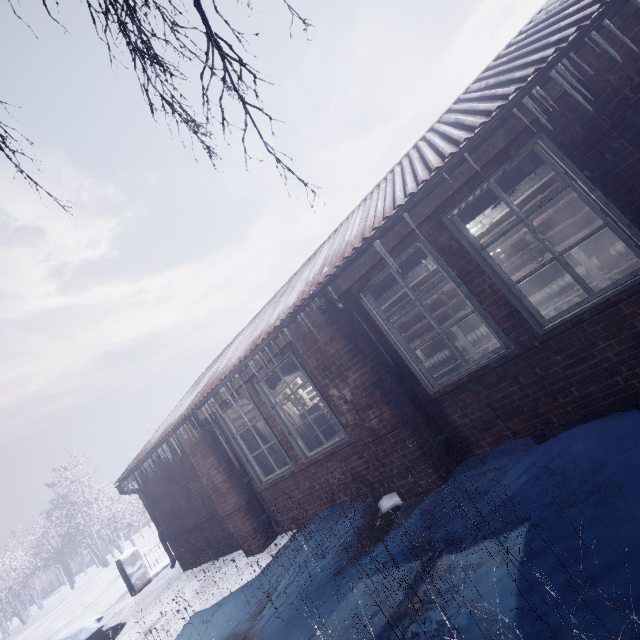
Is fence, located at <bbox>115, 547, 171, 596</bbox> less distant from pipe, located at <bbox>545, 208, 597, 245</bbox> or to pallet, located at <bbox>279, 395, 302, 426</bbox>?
pallet, located at <bbox>279, 395, 302, 426</bbox>

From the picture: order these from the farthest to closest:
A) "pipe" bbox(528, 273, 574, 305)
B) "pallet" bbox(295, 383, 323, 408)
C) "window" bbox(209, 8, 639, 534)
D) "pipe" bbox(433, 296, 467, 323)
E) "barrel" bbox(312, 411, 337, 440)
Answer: "pallet" bbox(295, 383, 323, 408)
"barrel" bbox(312, 411, 337, 440)
"pipe" bbox(433, 296, 467, 323)
"pipe" bbox(528, 273, 574, 305)
"window" bbox(209, 8, 639, 534)

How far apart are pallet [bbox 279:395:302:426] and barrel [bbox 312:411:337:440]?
0.0m

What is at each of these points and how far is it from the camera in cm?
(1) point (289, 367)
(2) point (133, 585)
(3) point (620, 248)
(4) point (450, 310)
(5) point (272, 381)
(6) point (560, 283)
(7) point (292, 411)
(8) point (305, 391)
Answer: (1) pipe, 504
(2) fence, 771
(3) pipe, 457
(4) pipe, 595
(5) pipe, 533
(6) pipe, 500
(7) pallet, 941
(8) pallet, 1016

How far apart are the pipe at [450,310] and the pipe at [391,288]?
0.49m

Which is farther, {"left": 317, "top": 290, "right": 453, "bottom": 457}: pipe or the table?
the table

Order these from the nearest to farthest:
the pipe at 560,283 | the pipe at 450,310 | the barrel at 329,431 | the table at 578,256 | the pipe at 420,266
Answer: the pipe at 420,266
the table at 578,256
the pipe at 560,283
the pipe at 450,310
the barrel at 329,431

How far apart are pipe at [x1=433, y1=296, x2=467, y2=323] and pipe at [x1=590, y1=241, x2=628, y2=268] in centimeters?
42cm
